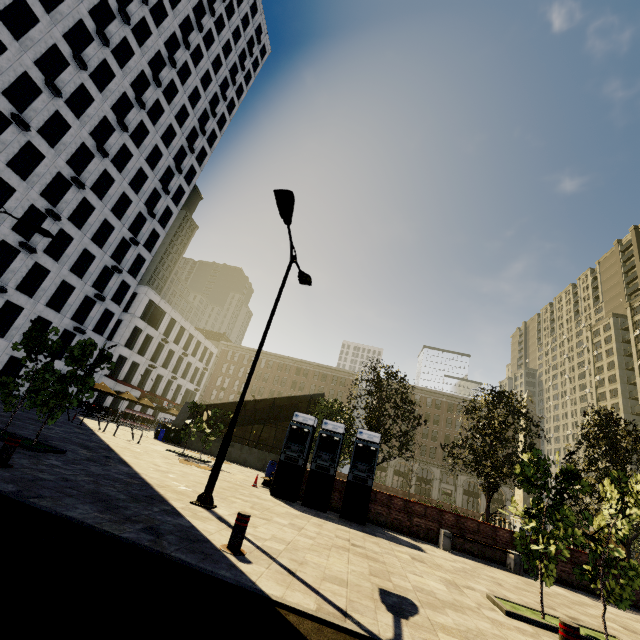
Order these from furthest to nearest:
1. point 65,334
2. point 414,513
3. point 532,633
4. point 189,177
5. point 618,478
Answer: point 189,177
point 65,334
point 618,478
point 414,513
point 532,633

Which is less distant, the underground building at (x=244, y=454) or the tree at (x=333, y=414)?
the tree at (x=333, y=414)

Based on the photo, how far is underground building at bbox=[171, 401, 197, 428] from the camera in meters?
25.0 m

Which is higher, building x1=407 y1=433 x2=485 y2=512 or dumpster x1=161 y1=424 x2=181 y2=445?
building x1=407 y1=433 x2=485 y2=512

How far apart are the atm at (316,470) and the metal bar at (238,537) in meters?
7.5 m

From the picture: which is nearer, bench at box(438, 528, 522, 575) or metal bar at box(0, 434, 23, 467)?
metal bar at box(0, 434, 23, 467)

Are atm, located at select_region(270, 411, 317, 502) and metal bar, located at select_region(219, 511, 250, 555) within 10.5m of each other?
yes

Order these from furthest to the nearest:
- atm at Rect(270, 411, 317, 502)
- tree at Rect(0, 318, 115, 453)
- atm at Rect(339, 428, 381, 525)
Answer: atm at Rect(270, 411, 317, 502), atm at Rect(339, 428, 381, 525), tree at Rect(0, 318, 115, 453)
